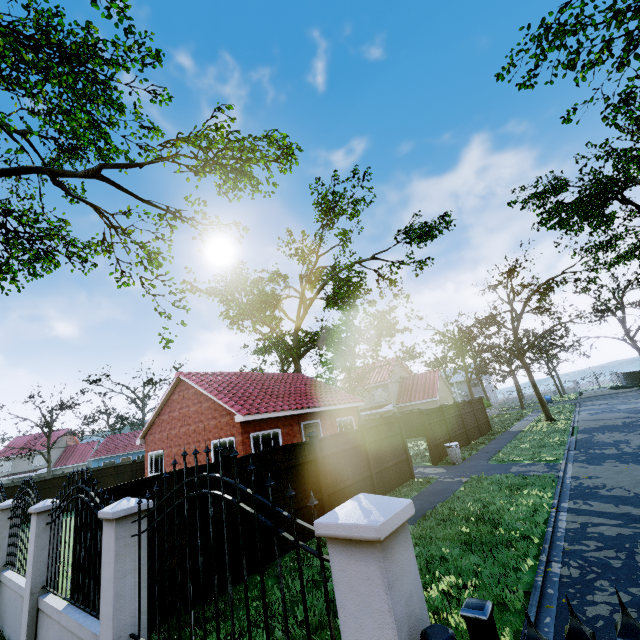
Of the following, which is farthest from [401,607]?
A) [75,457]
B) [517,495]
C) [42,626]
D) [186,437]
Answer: [75,457]

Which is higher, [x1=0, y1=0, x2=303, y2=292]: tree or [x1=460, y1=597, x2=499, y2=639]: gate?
[x1=0, y1=0, x2=303, y2=292]: tree

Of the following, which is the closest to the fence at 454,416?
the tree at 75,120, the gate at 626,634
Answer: the gate at 626,634

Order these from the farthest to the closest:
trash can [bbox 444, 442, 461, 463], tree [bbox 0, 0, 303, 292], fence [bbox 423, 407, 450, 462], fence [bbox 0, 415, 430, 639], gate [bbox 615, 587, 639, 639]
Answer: fence [bbox 423, 407, 450, 462]
trash can [bbox 444, 442, 461, 463]
tree [bbox 0, 0, 303, 292]
fence [bbox 0, 415, 430, 639]
gate [bbox 615, 587, 639, 639]

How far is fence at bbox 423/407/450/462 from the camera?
16.03m

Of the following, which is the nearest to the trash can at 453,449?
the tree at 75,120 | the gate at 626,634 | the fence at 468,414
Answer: the fence at 468,414

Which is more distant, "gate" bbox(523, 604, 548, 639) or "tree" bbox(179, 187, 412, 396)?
"tree" bbox(179, 187, 412, 396)

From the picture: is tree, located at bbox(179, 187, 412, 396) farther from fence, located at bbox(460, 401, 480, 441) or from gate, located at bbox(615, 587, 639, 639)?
gate, located at bbox(615, 587, 639, 639)
